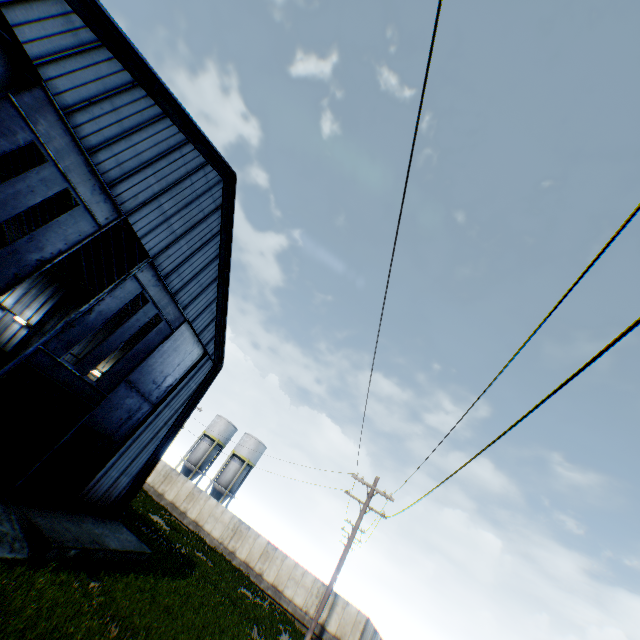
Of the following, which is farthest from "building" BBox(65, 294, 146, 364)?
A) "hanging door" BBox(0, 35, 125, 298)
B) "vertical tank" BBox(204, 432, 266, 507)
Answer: "vertical tank" BBox(204, 432, 266, 507)

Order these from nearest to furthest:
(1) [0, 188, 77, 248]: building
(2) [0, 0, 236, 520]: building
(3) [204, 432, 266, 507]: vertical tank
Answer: (2) [0, 0, 236, 520]: building
(1) [0, 188, 77, 248]: building
(3) [204, 432, 266, 507]: vertical tank

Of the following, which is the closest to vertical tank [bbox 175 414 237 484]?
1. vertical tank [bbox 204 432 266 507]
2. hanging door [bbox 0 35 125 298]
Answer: vertical tank [bbox 204 432 266 507]

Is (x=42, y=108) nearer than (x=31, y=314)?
Yes

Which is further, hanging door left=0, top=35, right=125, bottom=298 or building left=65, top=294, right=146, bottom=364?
building left=65, top=294, right=146, bottom=364

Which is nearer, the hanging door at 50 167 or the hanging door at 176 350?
the hanging door at 50 167

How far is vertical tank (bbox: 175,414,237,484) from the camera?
45.97m

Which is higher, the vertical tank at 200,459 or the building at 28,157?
the building at 28,157
